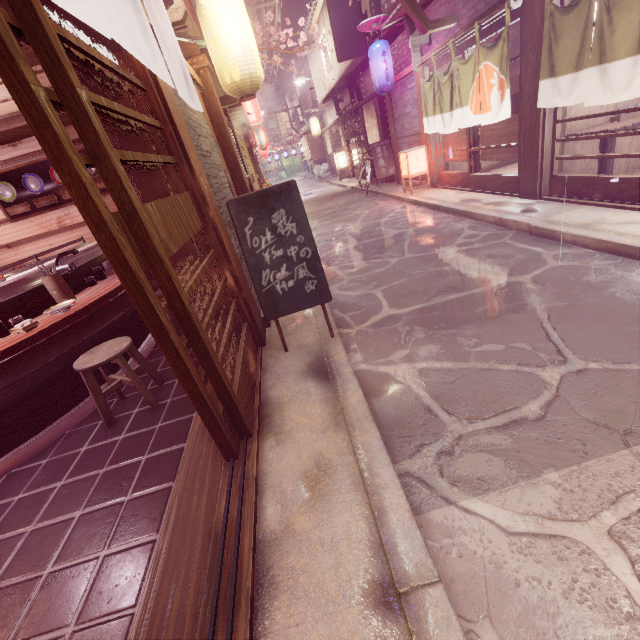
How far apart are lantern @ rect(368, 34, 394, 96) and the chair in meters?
16.4

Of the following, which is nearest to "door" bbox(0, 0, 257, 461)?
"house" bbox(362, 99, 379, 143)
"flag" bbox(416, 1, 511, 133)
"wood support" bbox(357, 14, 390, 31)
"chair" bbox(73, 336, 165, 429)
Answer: "chair" bbox(73, 336, 165, 429)

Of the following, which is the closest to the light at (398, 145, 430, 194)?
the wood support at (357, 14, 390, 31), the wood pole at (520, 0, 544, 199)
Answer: the wood support at (357, 14, 390, 31)

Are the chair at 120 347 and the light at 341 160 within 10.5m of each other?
no

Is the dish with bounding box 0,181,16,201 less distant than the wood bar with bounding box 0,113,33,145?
No

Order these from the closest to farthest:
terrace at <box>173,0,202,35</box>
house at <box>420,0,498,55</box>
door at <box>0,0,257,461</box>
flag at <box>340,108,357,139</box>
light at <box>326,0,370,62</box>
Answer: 1. door at <box>0,0,257,461</box>
2. house at <box>420,0,498,55</box>
3. terrace at <box>173,0,202,35</box>
4. light at <box>326,0,370,62</box>
5. flag at <box>340,108,357,139</box>

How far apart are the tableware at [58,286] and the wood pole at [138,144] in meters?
2.4 m

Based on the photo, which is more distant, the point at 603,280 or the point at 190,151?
the point at 603,280
